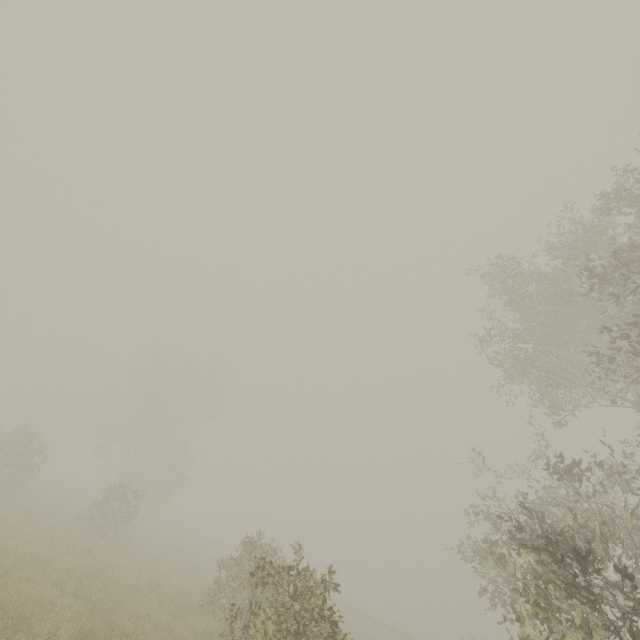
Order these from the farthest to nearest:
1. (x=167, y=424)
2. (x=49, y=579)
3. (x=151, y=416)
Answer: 1. (x=167, y=424)
2. (x=151, y=416)
3. (x=49, y=579)
